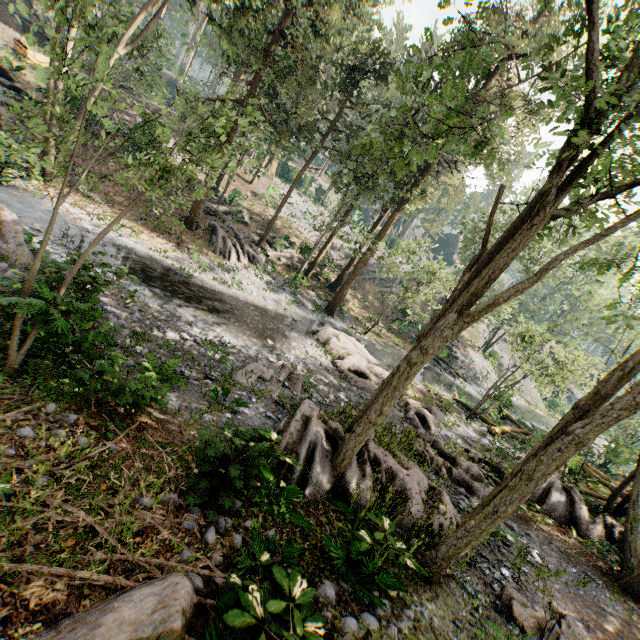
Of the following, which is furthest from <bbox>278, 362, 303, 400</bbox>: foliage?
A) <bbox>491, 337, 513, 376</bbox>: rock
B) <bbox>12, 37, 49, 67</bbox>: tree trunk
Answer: <bbox>491, 337, 513, 376</bbox>: rock

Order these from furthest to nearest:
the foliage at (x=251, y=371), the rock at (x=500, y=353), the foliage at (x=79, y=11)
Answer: the rock at (x=500, y=353)
the foliage at (x=251, y=371)
the foliage at (x=79, y=11)

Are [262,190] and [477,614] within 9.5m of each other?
no

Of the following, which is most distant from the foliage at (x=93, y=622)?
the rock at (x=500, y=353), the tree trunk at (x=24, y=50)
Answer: the rock at (x=500, y=353)

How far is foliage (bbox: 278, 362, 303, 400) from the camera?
13.2 meters

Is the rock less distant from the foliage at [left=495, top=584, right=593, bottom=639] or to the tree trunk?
the foliage at [left=495, top=584, right=593, bottom=639]
